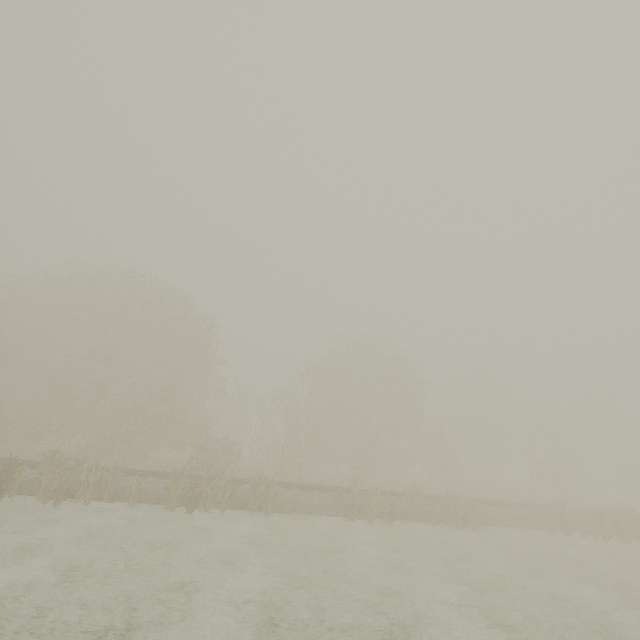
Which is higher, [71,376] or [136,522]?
[71,376]
